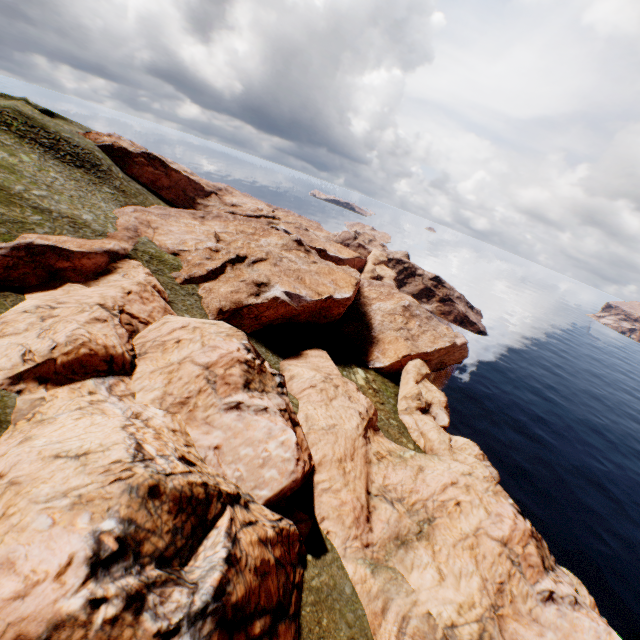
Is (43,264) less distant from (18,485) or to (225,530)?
(18,485)
